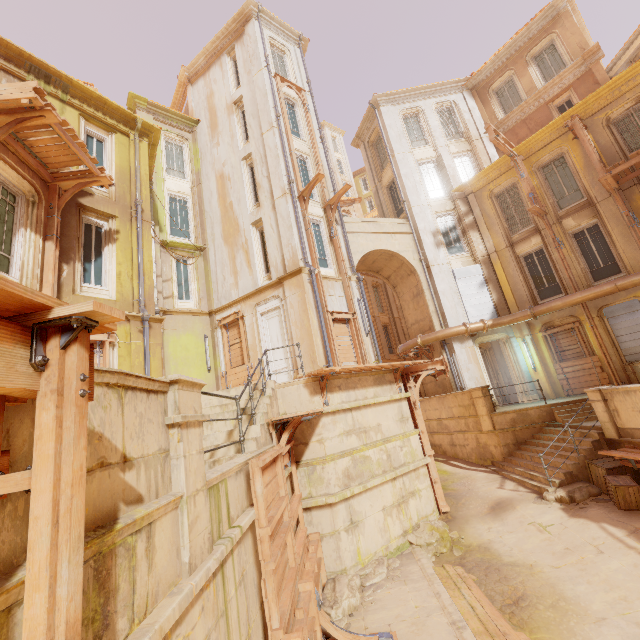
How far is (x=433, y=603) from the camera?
6.4m

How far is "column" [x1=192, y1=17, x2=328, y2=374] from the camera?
12.5 meters

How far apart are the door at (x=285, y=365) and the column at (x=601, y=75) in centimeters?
1863cm

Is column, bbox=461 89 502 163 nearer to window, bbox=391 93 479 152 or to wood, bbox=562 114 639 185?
window, bbox=391 93 479 152

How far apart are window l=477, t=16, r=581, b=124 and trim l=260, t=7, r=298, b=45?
11.7m

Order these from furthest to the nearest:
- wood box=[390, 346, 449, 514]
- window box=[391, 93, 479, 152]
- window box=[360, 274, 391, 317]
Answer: window box=[360, 274, 391, 317] < window box=[391, 93, 479, 152] < wood box=[390, 346, 449, 514]

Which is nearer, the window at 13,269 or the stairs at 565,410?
the window at 13,269

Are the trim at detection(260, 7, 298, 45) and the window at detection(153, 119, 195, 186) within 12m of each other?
yes
